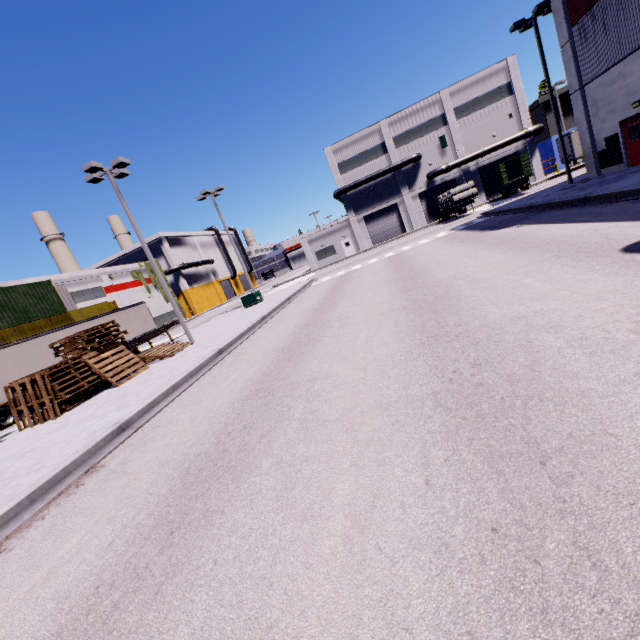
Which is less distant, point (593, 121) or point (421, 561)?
point (421, 561)

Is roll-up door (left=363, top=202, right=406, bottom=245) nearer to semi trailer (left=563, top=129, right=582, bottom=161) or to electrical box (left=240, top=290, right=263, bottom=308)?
semi trailer (left=563, top=129, right=582, bottom=161)

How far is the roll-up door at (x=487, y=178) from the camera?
41.66m

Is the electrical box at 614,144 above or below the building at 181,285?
below

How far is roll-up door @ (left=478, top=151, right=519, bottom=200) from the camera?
41.7m

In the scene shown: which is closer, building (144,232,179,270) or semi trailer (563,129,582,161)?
semi trailer (563,129,582,161)

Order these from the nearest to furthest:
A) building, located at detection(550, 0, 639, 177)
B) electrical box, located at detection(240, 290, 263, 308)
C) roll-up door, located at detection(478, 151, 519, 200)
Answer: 1. building, located at detection(550, 0, 639, 177)
2. electrical box, located at detection(240, 290, 263, 308)
3. roll-up door, located at detection(478, 151, 519, 200)

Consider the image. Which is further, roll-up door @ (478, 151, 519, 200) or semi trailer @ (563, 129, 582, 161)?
roll-up door @ (478, 151, 519, 200)
